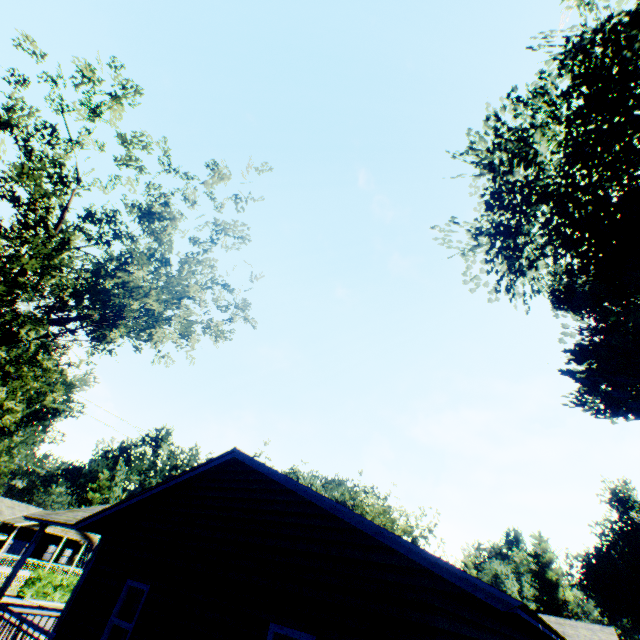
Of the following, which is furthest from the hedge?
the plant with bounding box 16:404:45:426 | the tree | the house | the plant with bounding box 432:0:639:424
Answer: the plant with bounding box 432:0:639:424

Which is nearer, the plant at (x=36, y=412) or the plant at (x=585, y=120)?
the plant at (x=585, y=120)

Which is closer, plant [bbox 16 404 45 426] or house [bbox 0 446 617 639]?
house [bbox 0 446 617 639]

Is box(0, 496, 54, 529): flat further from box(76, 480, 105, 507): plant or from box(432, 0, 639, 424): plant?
box(432, 0, 639, 424): plant

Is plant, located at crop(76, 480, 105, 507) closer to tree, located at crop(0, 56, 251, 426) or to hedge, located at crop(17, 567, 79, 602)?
tree, located at crop(0, 56, 251, 426)

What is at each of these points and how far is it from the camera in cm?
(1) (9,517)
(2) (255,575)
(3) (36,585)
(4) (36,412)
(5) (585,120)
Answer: (1) flat, 3653
(2) house, 684
(3) hedge, 2669
(4) plant, 5978
(5) plant, 986

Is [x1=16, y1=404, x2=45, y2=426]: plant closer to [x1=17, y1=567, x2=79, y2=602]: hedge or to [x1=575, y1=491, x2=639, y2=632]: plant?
[x1=17, y1=567, x2=79, y2=602]: hedge

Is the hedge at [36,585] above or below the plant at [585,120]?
below
